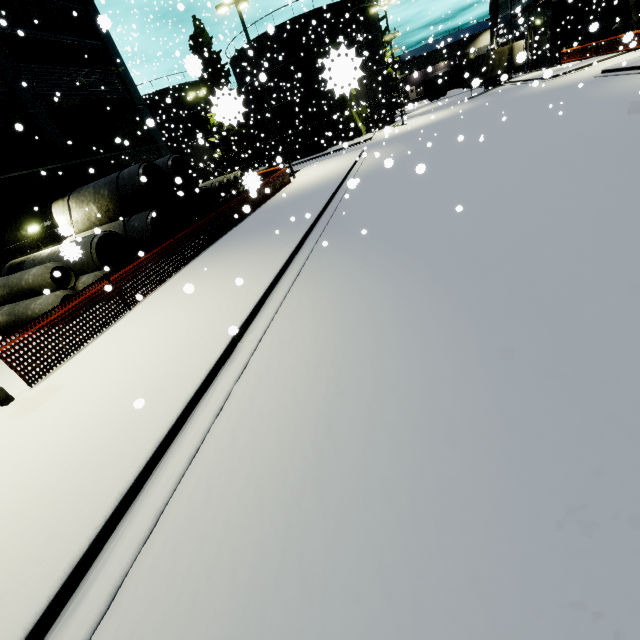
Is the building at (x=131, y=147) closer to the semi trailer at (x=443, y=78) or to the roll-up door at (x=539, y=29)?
the roll-up door at (x=539, y=29)

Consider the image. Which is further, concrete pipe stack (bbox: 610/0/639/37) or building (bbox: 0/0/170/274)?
concrete pipe stack (bbox: 610/0/639/37)

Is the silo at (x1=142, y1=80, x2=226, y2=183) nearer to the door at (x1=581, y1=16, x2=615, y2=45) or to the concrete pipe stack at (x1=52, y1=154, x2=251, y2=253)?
the concrete pipe stack at (x1=52, y1=154, x2=251, y2=253)

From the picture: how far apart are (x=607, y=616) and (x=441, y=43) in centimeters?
1455cm

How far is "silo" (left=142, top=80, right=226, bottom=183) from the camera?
39.47m

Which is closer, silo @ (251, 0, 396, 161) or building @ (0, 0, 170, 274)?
building @ (0, 0, 170, 274)

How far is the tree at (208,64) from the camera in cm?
171

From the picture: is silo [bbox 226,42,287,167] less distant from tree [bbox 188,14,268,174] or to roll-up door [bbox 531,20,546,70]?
tree [bbox 188,14,268,174]
